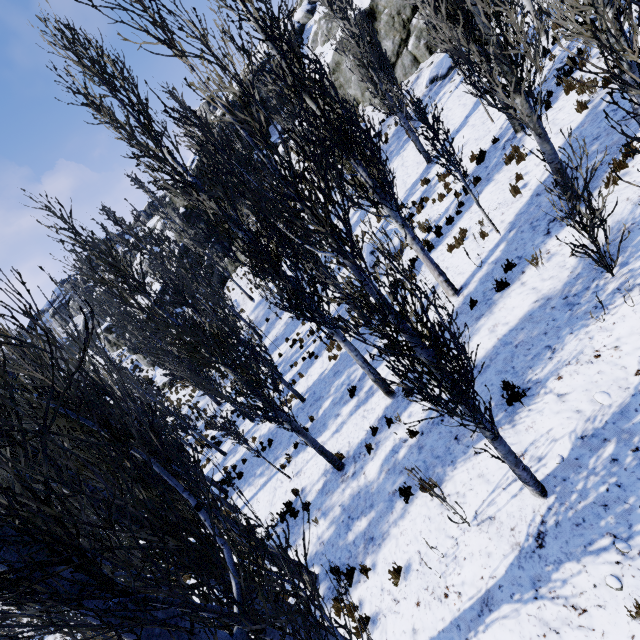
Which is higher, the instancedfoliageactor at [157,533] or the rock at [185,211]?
the rock at [185,211]

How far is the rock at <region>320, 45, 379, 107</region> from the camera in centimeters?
2395cm

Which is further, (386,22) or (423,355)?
(386,22)

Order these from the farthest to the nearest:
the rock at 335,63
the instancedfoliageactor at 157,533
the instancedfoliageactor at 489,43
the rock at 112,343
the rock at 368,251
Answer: the rock at 112,343, the rock at 335,63, the rock at 368,251, the instancedfoliageactor at 489,43, the instancedfoliageactor at 157,533

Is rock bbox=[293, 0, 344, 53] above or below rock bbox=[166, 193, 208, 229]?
above

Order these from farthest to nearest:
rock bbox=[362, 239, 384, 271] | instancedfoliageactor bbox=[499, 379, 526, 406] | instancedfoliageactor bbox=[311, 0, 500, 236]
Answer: rock bbox=[362, 239, 384, 271]
instancedfoliageactor bbox=[311, 0, 500, 236]
instancedfoliageactor bbox=[499, 379, 526, 406]

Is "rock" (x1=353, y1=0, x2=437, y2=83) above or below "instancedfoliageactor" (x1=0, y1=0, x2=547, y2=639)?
above
